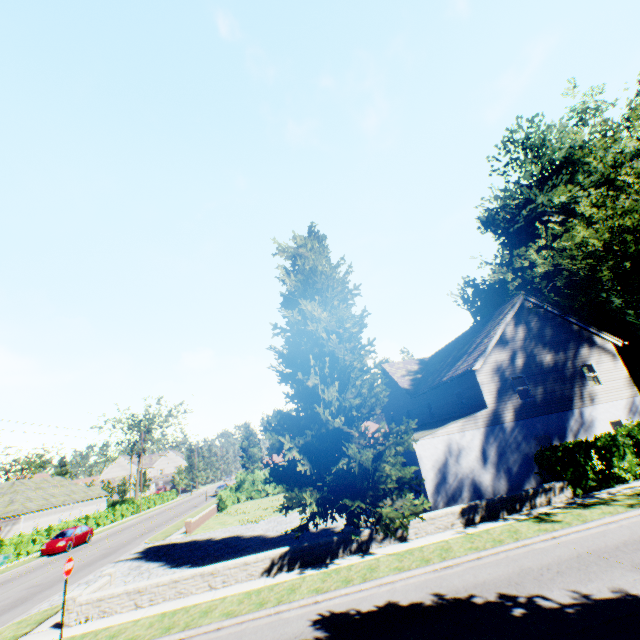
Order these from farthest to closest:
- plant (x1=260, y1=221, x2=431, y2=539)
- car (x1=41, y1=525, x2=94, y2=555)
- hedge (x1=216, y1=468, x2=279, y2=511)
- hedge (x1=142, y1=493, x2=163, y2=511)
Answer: hedge (x1=142, y1=493, x2=163, y2=511) < hedge (x1=216, y1=468, x2=279, y2=511) < car (x1=41, y1=525, x2=94, y2=555) < plant (x1=260, y1=221, x2=431, y2=539)

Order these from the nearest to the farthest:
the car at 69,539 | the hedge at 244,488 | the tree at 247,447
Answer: the car at 69,539, the hedge at 244,488, the tree at 247,447

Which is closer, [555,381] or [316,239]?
[316,239]

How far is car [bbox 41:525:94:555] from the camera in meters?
26.4

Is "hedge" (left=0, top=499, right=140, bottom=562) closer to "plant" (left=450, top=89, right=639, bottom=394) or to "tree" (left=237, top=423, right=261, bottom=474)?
"tree" (left=237, top=423, right=261, bottom=474)

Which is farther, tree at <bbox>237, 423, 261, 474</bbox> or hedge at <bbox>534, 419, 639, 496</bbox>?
tree at <bbox>237, 423, 261, 474</bbox>

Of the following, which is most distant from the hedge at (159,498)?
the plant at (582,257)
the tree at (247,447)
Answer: the plant at (582,257)

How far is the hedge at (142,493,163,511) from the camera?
51.63m
